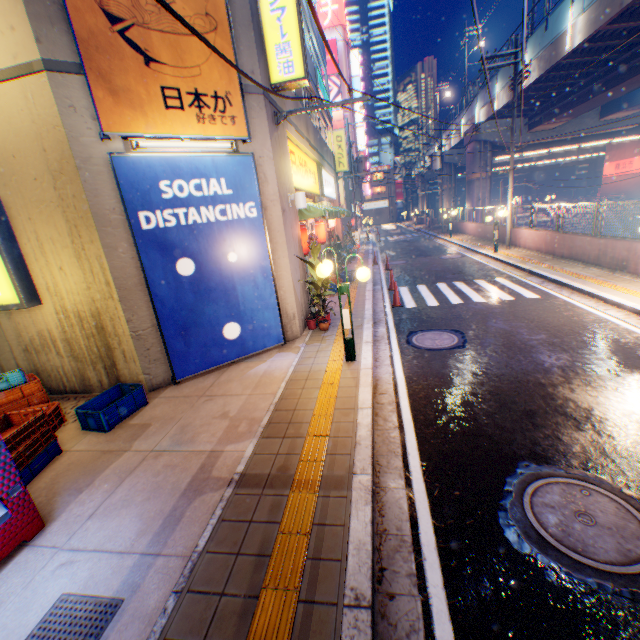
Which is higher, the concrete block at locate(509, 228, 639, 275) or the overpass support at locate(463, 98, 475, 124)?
the overpass support at locate(463, 98, 475, 124)

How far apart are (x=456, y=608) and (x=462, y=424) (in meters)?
2.50

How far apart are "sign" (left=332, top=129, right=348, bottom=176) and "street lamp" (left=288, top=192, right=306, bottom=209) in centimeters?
1448cm

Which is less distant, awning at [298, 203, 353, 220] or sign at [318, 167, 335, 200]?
awning at [298, 203, 353, 220]

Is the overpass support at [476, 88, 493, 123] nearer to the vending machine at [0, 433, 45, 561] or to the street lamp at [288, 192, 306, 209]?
the street lamp at [288, 192, 306, 209]

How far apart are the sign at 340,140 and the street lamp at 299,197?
14.5 meters

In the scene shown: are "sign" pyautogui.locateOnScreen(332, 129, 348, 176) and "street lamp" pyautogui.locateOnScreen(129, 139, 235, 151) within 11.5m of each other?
no

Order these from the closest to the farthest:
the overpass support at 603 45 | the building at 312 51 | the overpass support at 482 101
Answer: the building at 312 51, the overpass support at 603 45, the overpass support at 482 101
